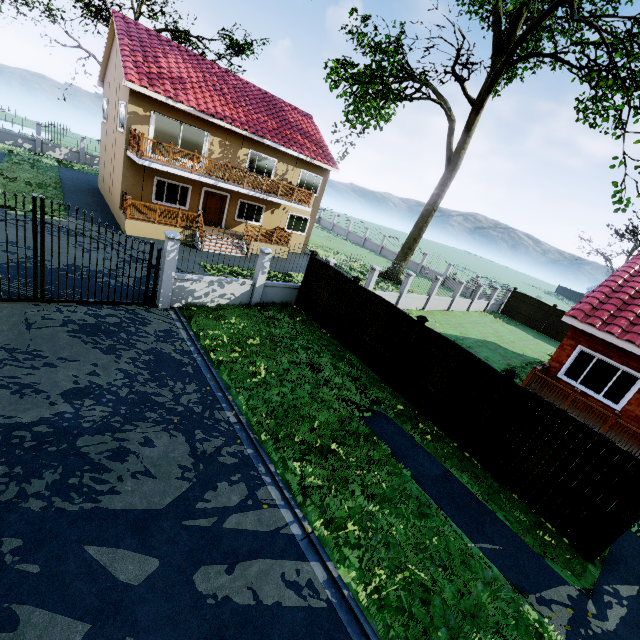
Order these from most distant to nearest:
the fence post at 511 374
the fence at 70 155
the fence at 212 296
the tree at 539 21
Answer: the fence at 70 155 < the tree at 539 21 < the fence at 212 296 < the fence post at 511 374

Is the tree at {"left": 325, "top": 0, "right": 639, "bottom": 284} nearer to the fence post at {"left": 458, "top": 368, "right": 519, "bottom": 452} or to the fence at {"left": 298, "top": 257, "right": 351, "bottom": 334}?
the fence post at {"left": 458, "top": 368, "right": 519, "bottom": 452}

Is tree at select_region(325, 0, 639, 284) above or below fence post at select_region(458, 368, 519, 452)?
above

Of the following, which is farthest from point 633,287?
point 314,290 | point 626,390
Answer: point 314,290

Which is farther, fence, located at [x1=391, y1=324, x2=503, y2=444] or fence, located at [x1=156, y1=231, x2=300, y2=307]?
fence, located at [x1=156, y1=231, x2=300, y2=307]

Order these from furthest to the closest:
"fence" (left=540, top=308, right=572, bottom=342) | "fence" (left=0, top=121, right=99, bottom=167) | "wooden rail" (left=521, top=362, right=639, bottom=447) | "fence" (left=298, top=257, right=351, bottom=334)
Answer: "fence" (left=0, top=121, right=99, bottom=167) < "fence" (left=540, top=308, right=572, bottom=342) < "fence" (left=298, top=257, right=351, bottom=334) < "wooden rail" (left=521, top=362, right=639, bottom=447)

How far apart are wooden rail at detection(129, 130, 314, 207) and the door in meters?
3.0

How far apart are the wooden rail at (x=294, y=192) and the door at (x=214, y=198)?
3.0m
